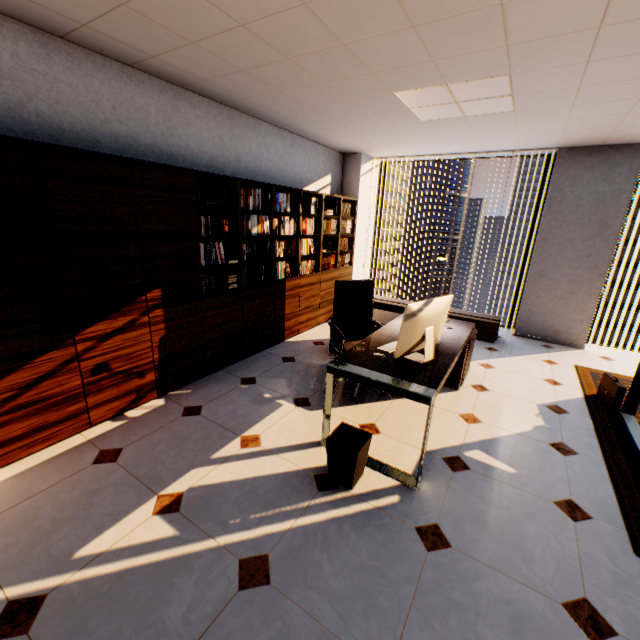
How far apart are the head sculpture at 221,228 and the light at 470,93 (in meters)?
2.15

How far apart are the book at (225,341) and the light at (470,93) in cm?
169

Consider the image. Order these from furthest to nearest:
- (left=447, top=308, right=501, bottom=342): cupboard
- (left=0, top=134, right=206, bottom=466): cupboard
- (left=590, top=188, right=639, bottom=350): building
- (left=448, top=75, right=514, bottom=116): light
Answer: (left=590, top=188, right=639, bottom=350): building → (left=447, top=308, right=501, bottom=342): cupboard → (left=448, top=75, right=514, bottom=116): light → (left=0, top=134, right=206, bottom=466): cupboard

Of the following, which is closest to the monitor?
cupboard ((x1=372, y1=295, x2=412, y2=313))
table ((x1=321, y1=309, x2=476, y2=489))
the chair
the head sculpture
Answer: table ((x1=321, y1=309, x2=476, y2=489))

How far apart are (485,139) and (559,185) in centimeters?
144cm

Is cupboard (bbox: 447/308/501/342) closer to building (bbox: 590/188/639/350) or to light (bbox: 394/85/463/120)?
light (bbox: 394/85/463/120)

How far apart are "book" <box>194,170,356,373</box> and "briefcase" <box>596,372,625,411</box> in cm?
387

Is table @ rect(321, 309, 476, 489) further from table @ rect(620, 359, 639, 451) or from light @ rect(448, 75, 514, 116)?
light @ rect(448, 75, 514, 116)
